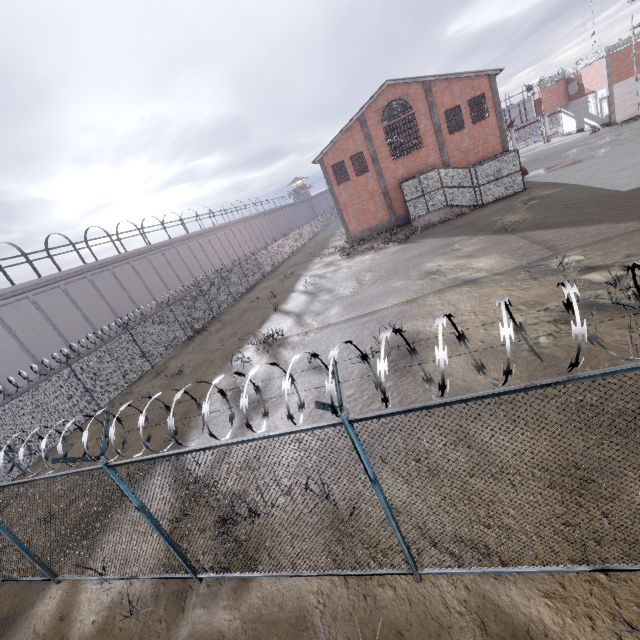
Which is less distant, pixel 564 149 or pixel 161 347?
pixel 161 347
